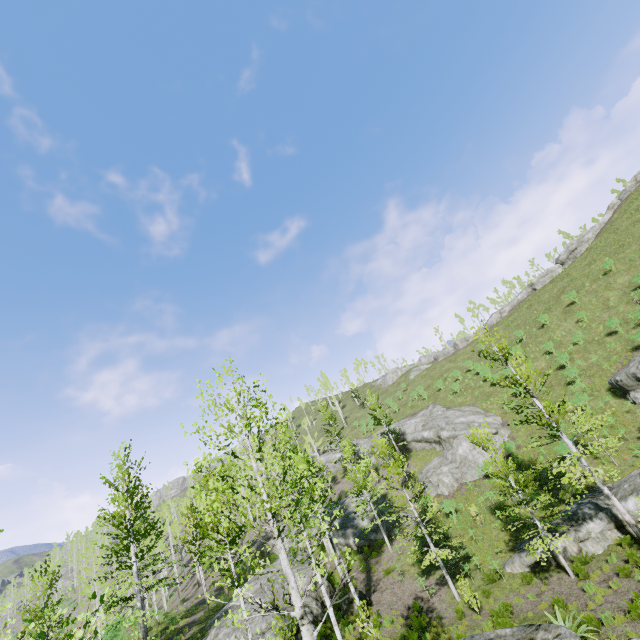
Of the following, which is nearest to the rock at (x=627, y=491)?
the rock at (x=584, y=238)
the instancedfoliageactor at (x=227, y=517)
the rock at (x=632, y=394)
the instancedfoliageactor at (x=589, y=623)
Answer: the rock at (x=632, y=394)

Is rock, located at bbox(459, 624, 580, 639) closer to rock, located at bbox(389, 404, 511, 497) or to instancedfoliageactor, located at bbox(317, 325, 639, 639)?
instancedfoliageactor, located at bbox(317, 325, 639, 639)

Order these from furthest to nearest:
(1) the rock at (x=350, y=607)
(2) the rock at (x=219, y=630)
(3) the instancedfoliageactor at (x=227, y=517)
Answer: (1) the rock at (x=350, y=607)
(2) the rock at (x=219, y=630)
(3) the instancedfoliageactor at (x=227, y=517)

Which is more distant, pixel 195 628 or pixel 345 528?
pixel 345 528

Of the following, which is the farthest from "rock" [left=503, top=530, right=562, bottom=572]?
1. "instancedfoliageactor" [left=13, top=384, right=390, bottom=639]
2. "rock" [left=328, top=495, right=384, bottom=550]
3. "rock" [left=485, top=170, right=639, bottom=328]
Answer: "rock" [left=485, top=170, right=639, bottom=328]

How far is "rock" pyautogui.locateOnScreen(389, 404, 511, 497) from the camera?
28.77m

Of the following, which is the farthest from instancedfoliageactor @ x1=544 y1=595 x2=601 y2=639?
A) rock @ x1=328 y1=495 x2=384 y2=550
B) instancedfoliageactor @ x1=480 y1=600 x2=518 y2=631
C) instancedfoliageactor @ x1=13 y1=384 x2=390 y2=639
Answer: rock @ x1=328 y1=495 x2=384 y2=550

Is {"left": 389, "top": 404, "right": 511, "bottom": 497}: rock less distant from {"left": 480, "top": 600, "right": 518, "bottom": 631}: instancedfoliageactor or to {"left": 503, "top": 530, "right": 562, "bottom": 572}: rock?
{"left": 503, "top": 530, "right": 562, "bottom": 572}: rock
